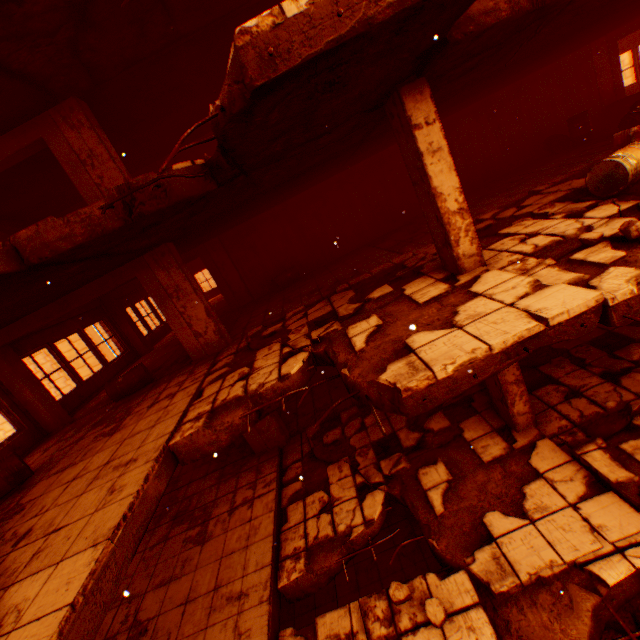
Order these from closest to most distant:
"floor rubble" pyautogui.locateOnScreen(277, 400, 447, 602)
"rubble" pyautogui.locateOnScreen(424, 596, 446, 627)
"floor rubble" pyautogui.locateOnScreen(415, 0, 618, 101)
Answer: "floor rubble" pyautogui.locateOnScreen(415, 0, 618, 101) < "rubble" pyautogui.locateOnScreen(424, 596, 446, 627) < "floor rubble" pyautogui.locateOnScreen(277, 400, 447, 602)

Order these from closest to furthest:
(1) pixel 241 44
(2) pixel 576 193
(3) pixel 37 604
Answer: (1) pixel 241 44
(3) pixel 37 604
(2) pixel 576 193

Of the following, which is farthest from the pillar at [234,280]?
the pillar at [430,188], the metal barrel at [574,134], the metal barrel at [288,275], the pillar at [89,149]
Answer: the metal barrel at [574,134]

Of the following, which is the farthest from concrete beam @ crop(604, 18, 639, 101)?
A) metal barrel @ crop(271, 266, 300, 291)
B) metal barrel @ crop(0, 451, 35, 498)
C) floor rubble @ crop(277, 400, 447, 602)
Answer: metal barrel @ crop(0, 451, 35, 498)

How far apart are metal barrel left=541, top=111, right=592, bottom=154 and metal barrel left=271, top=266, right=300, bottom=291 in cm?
964

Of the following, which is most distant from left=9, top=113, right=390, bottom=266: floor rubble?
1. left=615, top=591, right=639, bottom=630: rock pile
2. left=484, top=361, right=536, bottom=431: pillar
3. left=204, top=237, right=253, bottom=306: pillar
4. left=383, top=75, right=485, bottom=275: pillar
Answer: left=615, top=591, right=639, bottom=630: rock pile

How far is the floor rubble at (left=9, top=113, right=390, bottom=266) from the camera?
3.5m

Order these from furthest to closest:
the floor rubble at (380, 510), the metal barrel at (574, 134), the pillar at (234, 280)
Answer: the pillar at (234, 280), the metal barrel at (574, 134), the floor rubble at (380, 510)
